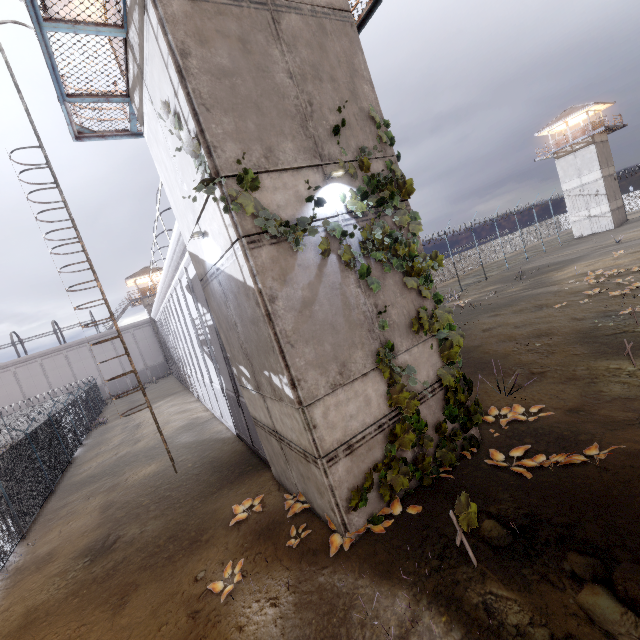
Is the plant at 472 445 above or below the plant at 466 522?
below

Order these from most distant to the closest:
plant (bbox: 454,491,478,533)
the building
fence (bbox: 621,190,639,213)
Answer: fence (bbox: 621,190,639,213) → the building → plant (bbox: 454,491,478,533)

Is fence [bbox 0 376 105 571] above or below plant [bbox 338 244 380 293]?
below

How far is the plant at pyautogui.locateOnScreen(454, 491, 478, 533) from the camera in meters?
4.5 m

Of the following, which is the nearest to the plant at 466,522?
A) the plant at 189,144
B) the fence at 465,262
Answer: the plant at 189,144

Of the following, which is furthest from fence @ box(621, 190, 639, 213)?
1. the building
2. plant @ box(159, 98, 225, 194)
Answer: plant @ box(159, 98, 225, 194)

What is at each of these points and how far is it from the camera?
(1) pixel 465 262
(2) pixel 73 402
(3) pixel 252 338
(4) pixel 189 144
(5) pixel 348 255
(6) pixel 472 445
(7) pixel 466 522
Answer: (1) fence, 42.8 meters
(2) fence, 23.4 meters
(3) building, 6.4 meters
(4) plant, 5.1 meters
(5) plant, 6.0 meters
(6) plant, 7.4 meters
(7) plant, 4.5 meters

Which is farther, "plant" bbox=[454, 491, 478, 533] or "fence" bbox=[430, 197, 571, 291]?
"fence" bbox=[430, 197, 571, 291]
